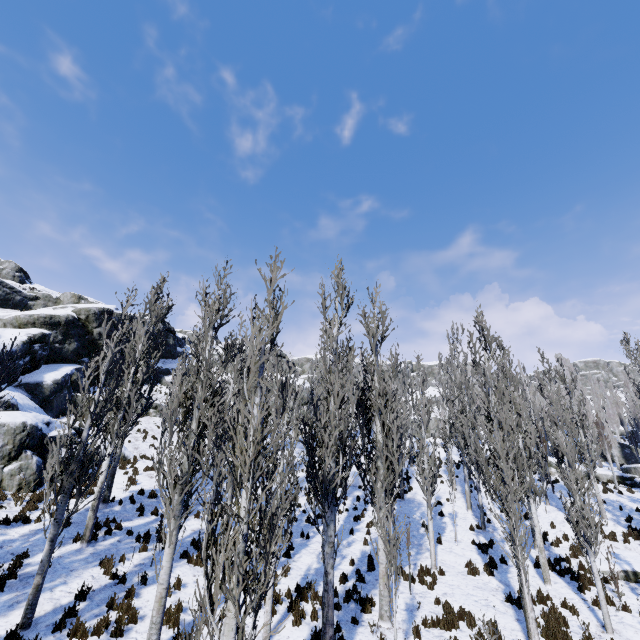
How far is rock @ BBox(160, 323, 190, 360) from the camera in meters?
43.6

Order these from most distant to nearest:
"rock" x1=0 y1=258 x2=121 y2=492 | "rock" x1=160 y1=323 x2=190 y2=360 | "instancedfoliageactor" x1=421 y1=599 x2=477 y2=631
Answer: "rock" x1=160 y1=323 x2=190 y2=360, "rock" x1=0 y1=258 x2=121 y2=492, "instancedfoliageactor" x1=421 y1=599 x2=477 y2=631

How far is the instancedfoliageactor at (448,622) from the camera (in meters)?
9.65

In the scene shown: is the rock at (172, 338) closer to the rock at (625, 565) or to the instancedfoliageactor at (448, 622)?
the instancedfoliageactor at (448, 622)

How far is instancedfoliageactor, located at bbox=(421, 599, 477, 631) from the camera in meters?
9.6 m

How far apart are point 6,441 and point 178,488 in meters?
11.9

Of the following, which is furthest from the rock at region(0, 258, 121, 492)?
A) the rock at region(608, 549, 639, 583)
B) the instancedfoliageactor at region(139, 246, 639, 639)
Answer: the rock at region(608, 549, 639, 583)

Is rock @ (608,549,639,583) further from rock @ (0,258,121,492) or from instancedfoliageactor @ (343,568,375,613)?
rock @ (0,258,121,492)
